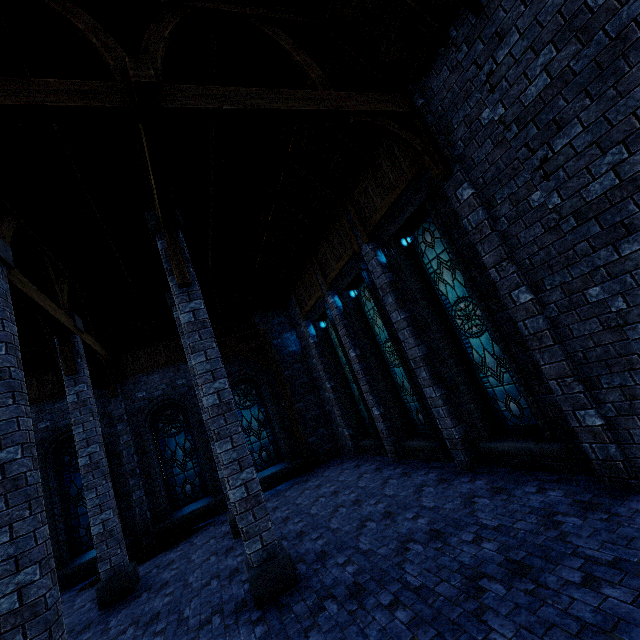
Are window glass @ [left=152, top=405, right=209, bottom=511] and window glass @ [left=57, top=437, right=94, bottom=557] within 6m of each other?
yes

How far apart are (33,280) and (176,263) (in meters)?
6.93

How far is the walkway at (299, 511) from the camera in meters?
6.7 m

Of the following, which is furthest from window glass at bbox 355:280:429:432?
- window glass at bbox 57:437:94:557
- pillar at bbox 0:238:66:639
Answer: window glass at bbox 57:437:94:557

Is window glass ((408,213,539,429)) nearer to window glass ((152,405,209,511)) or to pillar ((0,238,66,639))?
pillar ((0,238,66,639))

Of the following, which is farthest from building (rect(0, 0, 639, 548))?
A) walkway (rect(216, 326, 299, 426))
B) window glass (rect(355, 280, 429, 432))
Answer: window glass (rect(355, 280, 429, 432))

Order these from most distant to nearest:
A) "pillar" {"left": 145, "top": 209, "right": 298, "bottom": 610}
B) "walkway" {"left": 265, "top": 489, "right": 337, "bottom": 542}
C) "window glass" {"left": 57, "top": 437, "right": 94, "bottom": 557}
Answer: "window glass" {"left": 57, "top": 437, "right": 94, "bottom": 557} < "walkway" {"left": 265, "top": 489, "right": 337, "bottom": 542} < "pillar" {"left": 145, "top": 209, "right": 298, "bottom": 610}

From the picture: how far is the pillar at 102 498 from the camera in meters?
7.4
